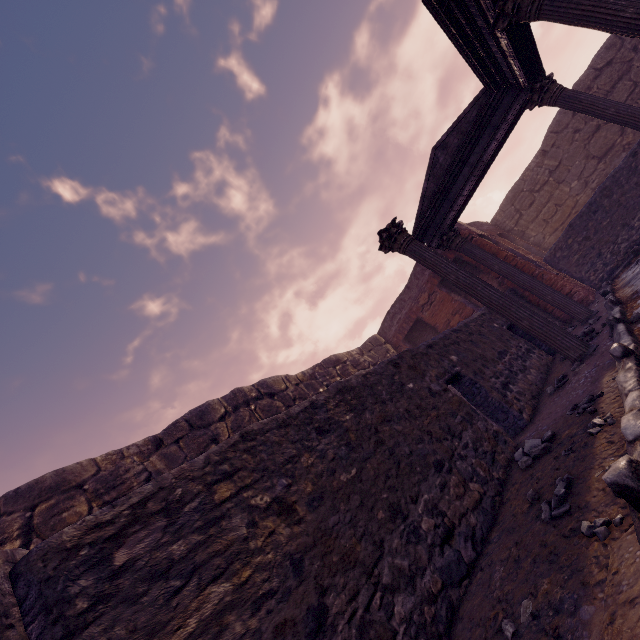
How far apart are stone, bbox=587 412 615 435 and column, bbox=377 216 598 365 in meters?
2.5 m

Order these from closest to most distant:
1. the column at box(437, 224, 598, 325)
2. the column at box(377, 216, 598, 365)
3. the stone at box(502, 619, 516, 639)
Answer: the stone at box(502, 619, 516, 639), the column at box(377, 216, 598, 365), the column at box(437, 224, 598, 325)

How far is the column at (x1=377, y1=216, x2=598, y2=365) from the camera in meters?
4.7 m

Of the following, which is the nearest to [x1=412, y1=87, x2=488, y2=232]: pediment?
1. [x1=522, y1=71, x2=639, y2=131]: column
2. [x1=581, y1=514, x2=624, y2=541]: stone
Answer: [x1=522, y1=71, x2=639, y2=131]: column

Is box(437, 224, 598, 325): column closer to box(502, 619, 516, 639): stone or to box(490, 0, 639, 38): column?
box(490, 0, 639, 38): column

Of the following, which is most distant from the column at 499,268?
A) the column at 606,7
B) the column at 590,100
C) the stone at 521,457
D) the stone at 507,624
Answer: the stone at 507,624

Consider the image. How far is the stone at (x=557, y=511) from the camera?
1.9 meters

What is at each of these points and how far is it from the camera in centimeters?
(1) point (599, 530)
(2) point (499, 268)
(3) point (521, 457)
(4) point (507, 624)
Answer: (1) stone, 156cm
(2) column, 794cm
(3) stone, 310cm
(4) stone, 158cm
